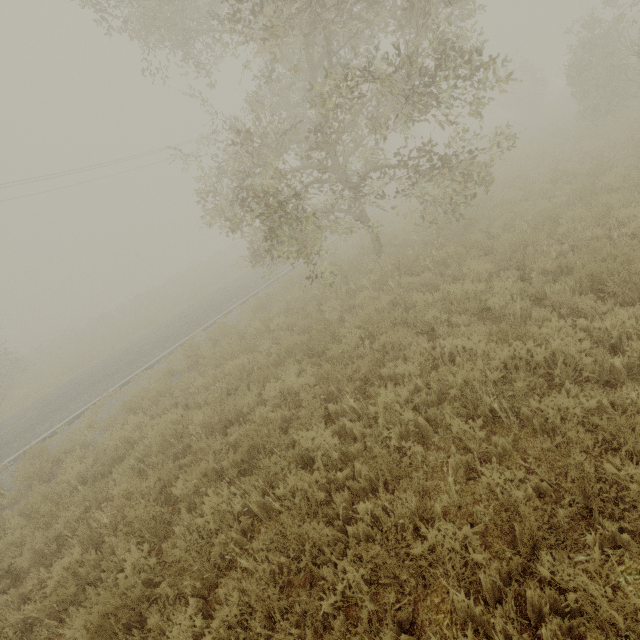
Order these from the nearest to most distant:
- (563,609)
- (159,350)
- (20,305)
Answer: (563,609), (159,350), (20,305)

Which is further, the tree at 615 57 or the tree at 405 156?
the tree at 615 57

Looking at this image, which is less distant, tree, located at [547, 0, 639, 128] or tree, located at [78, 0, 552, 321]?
tree, located at [78, 0, 552, 321]
